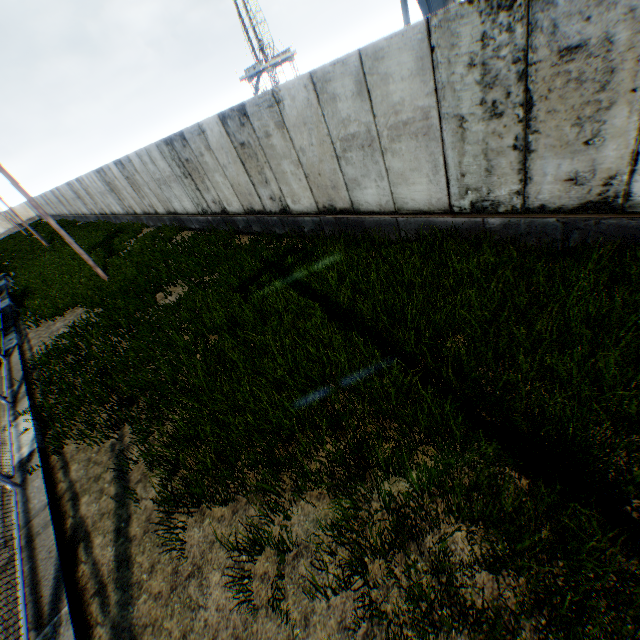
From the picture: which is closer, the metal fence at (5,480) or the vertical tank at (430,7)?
the metal fence at (5,480)

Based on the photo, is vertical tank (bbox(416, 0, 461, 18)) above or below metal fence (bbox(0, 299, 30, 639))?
above

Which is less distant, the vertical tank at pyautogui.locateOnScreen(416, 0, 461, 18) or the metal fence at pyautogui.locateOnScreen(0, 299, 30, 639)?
the metal fence at pyautogui.locateOnScreen(0, 299, 30, 639)

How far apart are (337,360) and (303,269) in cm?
353

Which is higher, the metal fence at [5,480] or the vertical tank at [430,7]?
the vertical tank at [430,7]
